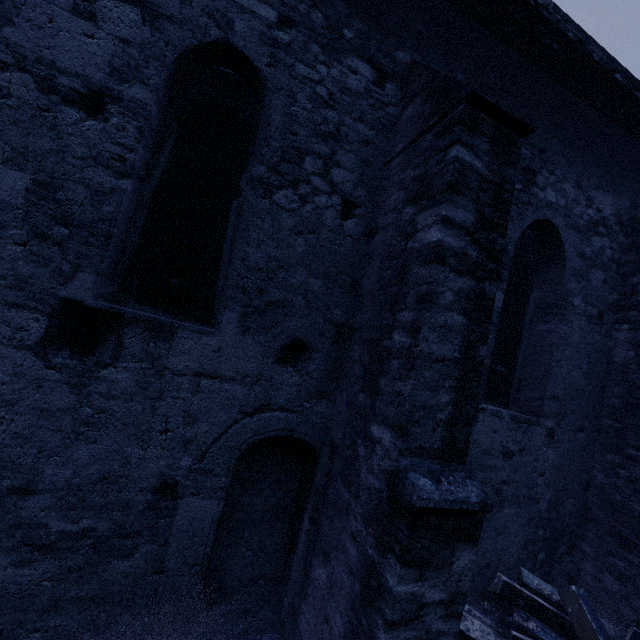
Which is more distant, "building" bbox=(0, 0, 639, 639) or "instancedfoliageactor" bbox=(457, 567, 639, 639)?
"instancedfoliageactor" bbox=(457, 567, 639, 639)

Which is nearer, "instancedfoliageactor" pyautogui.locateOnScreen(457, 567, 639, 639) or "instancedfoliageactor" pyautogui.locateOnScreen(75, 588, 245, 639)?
"instancedfoliageactor" pyautogui.locateOnScreen(75, 588, 245, 639)

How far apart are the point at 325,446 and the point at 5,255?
3.2 meters

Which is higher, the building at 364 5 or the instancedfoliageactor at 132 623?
the building at 364 5

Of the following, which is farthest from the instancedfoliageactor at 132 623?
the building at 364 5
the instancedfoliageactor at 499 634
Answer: the instancedfoliageactor at 499 634

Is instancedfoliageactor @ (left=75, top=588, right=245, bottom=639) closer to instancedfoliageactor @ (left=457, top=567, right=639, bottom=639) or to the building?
the building

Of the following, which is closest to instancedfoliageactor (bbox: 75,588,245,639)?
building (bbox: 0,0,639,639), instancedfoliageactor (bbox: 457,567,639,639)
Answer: building (bbox: 0,0,639,639)
